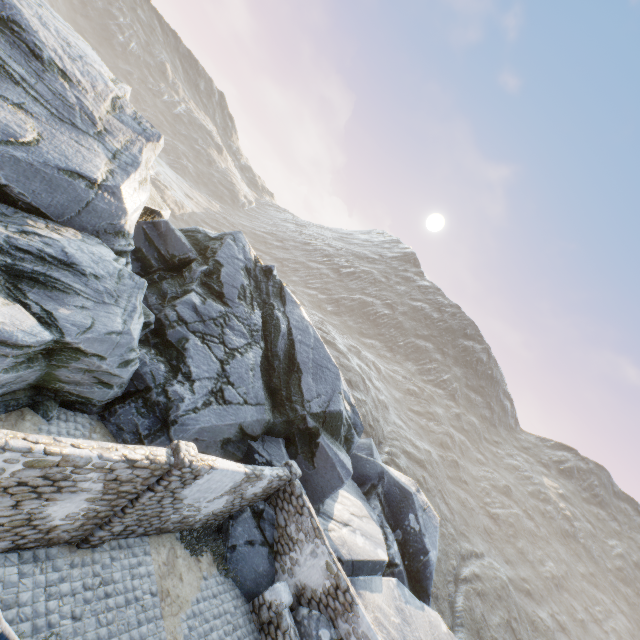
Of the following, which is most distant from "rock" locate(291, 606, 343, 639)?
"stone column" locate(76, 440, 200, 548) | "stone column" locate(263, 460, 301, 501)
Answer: "stone column" locate(76, 440, 200, 548)

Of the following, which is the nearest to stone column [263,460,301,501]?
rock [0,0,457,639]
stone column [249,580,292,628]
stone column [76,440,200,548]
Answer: rock [0,0,457,639]

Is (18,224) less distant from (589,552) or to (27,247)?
(27,247)

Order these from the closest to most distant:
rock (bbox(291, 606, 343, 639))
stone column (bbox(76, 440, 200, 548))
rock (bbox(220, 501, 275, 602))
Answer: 1. stone column (bbox(76, 440, 200, 548))
2. rock (bbox(291, 606, 343, 639))
3. rock (bbox(220, 501, 275, 602))

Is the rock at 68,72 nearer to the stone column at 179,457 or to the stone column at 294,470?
the stone column at 294,470

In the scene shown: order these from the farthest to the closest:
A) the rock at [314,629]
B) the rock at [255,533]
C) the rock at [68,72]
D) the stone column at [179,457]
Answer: the rock at [255,533] < the rock at [314,629] < the rock at [68,72] < the stone column at [179,457]

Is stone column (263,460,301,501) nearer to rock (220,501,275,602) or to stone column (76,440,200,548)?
rock (220,501,275,602)

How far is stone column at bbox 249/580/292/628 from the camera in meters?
10.2
